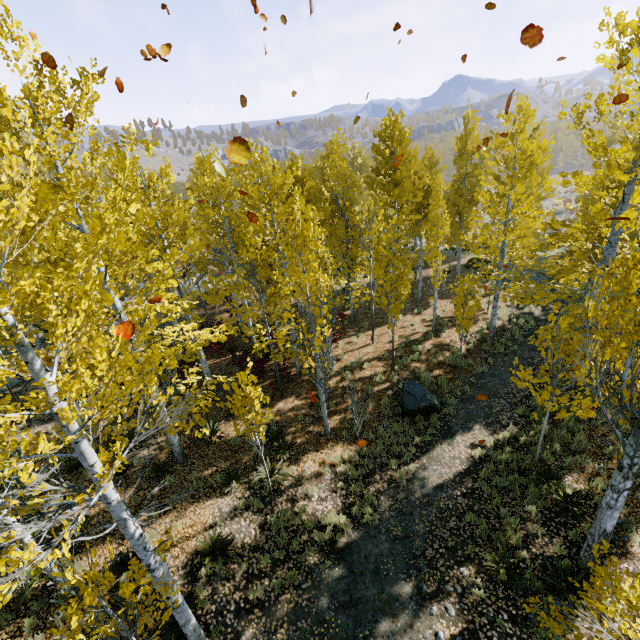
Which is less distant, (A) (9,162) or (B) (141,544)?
(B) (141,544)

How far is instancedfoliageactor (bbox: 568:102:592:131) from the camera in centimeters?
836cm

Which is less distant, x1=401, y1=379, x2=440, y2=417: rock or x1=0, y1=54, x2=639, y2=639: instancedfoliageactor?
x1=0, y1=54, x2=639, y2=639: instancedfoliageactor

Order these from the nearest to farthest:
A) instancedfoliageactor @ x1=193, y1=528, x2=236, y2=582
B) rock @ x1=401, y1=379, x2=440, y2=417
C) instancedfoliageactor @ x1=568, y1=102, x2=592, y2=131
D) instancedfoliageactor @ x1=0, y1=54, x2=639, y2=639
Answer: instancedfoliageactor @ x1=0, y1=54, x2=639, y2=639, instancedfoliageactor @ x1=193, y1=528, x2=236, y2=582, instancedfoliageactor @ x1=568, y1=102, x2=592, y2=131, rock @ x1=401, y1=379, x2=440, y2=417

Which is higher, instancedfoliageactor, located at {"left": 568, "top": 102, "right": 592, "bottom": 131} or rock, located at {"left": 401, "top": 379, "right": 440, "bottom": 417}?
instancedfoliageactor, located at {"left": 568, "top": 102, "right": 592, "bottom": 131}

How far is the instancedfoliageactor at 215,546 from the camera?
7.8 meters

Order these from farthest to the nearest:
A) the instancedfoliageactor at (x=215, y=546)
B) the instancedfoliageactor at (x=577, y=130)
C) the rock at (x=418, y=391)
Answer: the rock at (x=418, y=391) → the instancedfoliageactor at (x=577, y=130) → the instancedfoliageactor at (x=215, y=546)
